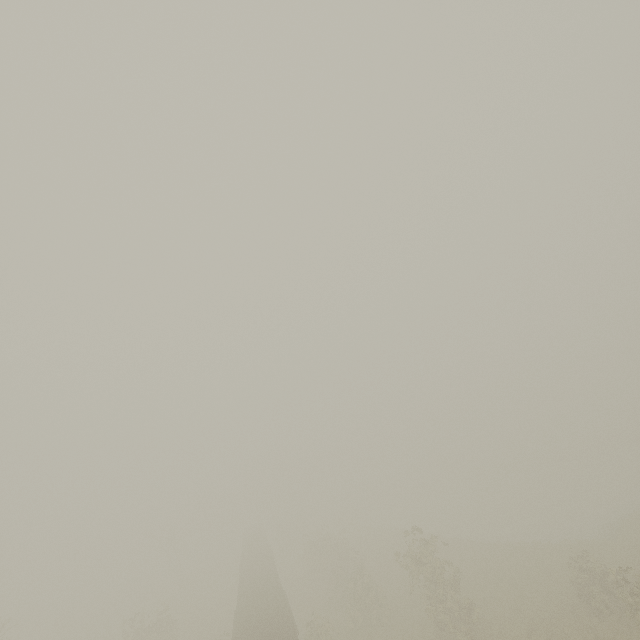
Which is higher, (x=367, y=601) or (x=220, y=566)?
(x=367, y=601)
